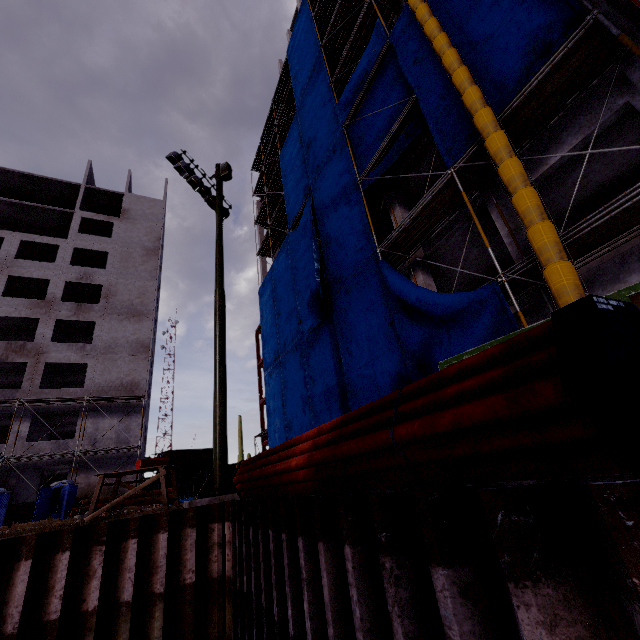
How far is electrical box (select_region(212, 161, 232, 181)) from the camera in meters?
11.9

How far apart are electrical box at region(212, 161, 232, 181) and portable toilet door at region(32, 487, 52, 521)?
22.7 meters

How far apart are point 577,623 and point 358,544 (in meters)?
1.54

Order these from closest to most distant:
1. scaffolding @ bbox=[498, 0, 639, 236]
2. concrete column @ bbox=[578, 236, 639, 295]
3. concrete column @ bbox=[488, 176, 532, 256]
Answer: scaffolding @ bbox=[498, 0, 639, 236] → concrete column @ bbox=[578, 236, 639, 295] → concrete column @ bbox=[488, 176, 532, 256]

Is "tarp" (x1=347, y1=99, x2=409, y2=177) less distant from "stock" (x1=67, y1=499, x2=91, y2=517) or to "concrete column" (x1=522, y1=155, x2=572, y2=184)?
"concrete column" (x1=522, y1=155, x2=572, y2=184)

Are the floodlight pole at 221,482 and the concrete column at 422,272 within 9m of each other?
yes

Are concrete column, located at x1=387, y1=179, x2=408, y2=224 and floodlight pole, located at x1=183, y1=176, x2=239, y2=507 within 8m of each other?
yes

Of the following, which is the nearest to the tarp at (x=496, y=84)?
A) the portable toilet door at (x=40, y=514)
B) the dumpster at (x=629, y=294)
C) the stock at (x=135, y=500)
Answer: the dumpster at (x=629, y=294)
